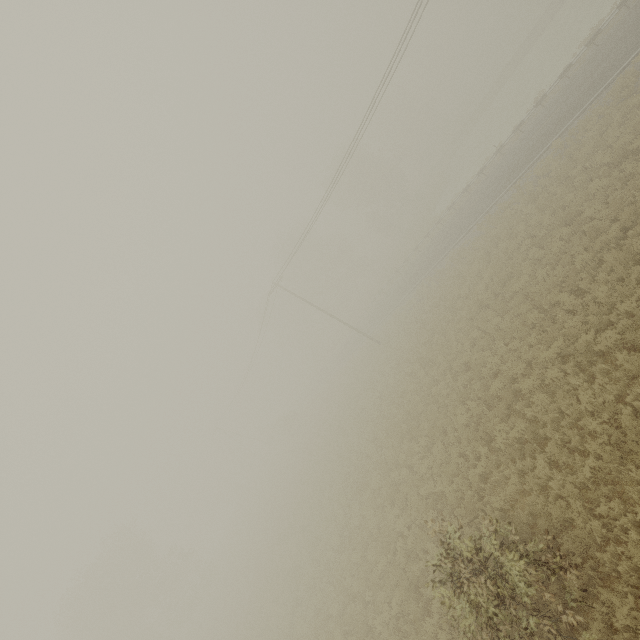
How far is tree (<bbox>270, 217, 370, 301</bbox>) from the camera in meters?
52.9

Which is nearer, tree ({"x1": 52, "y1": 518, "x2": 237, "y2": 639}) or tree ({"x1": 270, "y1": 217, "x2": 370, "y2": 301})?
tree ({"x1": 52, "y1": 518, "x2": 237, "y2": 639})

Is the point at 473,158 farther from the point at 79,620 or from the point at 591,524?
the point at 79,620

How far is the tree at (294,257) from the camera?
52.88m

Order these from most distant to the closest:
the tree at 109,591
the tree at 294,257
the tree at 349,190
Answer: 1. the tree at 294,257
2. the tree at 349,190
3. the tree at 109,591

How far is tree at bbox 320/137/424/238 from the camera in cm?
4866

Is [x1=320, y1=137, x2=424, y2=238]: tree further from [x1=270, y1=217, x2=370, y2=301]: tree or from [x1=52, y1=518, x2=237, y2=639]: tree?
[x1=52, y1=518, x2=237, y2=639]: tree

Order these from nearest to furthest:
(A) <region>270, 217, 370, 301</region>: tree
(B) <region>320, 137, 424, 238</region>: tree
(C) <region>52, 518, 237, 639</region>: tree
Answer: (C) <region>52, 518, 237, 639</region>: tree < (B) <region>320, 137, 424, 238</region>: tree < (A) <region>270, 217, 370, 301</region>: tree
